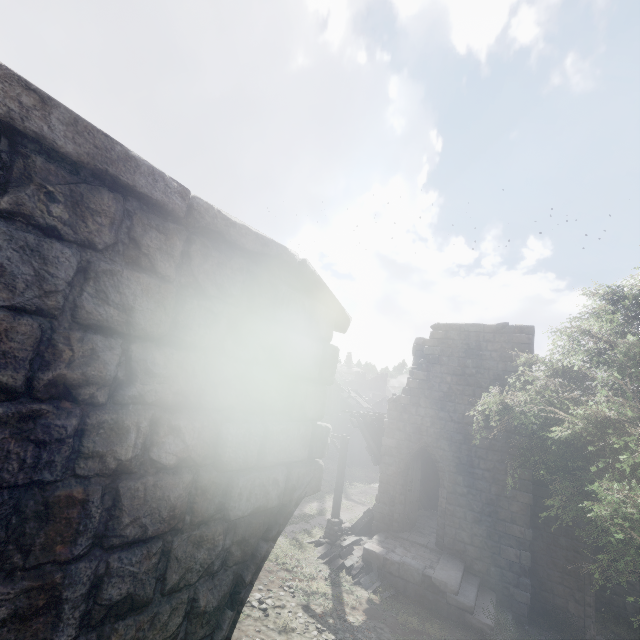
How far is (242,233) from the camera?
2.64m

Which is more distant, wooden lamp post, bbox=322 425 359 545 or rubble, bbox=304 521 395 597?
wooden lamp post, bbox=322 425 359 545

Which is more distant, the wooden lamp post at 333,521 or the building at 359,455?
the building at 359,455

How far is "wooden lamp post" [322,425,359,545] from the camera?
→ 13.98m

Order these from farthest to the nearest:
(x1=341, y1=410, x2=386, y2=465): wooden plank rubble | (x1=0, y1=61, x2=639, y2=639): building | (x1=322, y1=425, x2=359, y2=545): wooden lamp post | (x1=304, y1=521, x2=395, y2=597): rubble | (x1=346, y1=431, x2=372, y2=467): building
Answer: (x1=346, y1=431, x2=372, y2=467): building, (x1=341, y1=410, x2=386, y2=465): wooden plank rubble, (x1=322, y1=425, x2=359, y2=545): wooden lamp post, (x1=304, y1=521, x2=395, y2=597): rubble, (x1=0, y1=61, x2=639, y2=639): building

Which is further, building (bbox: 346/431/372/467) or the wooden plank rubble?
building (bbox: 346/431/372/467)

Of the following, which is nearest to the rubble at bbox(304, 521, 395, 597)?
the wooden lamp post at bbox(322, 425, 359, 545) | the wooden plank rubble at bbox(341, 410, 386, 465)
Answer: the wooden lamp post at bbox(322, 425, 359, 545)

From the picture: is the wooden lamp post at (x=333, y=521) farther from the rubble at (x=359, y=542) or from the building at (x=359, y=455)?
the building at (x=359, y=455)
